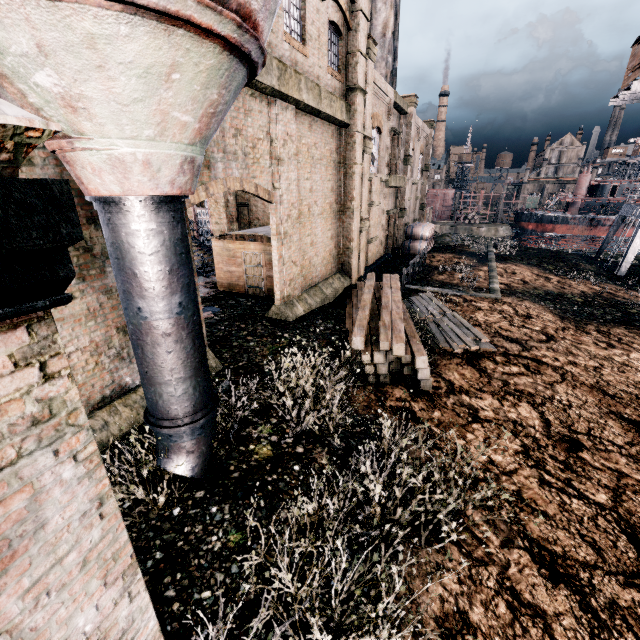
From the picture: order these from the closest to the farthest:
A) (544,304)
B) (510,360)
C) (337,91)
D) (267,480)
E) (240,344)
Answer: (267,480), (240,344), (510,360), (337,91), (544,304)

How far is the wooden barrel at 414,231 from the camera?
31.4 meters

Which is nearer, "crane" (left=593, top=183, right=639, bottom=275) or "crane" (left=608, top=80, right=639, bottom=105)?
"crane" (left=608, top=80, right=639, bottom=105)

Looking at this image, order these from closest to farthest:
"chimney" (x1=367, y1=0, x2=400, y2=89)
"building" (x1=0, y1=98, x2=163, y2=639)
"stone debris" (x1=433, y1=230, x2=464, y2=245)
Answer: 1. "building" (x1=0, y1=98, x2=163, y2=639)
2. "chimney" (x1=367, y1=0, x2=400, y2=89)
3. "stone debris" (x1=433, y1=230, x2=464, y2=245)

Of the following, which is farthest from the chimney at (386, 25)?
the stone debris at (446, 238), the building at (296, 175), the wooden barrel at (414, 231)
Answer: the stone debris at (446, 238)

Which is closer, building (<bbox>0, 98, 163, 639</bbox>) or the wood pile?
building (<bbox>0, 98, 163, 639</bbox>)

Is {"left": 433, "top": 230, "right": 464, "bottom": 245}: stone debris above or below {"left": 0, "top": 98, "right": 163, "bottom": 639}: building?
below

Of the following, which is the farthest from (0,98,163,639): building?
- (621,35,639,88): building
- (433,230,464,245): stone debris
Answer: (621,35,639,88): building
